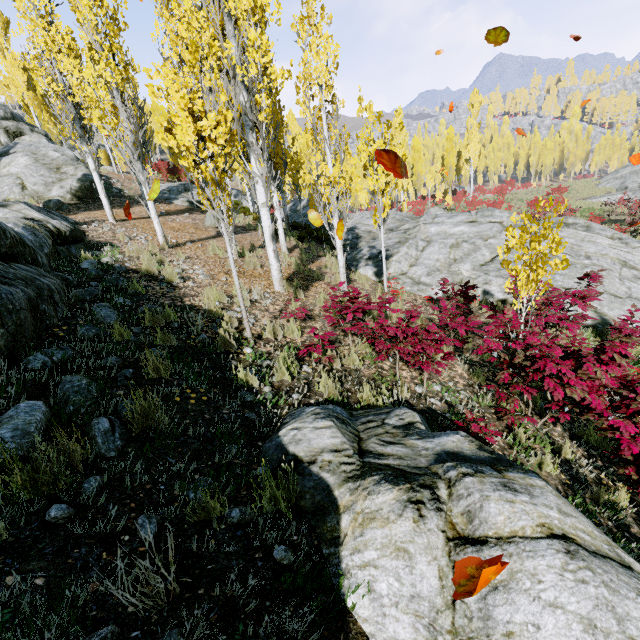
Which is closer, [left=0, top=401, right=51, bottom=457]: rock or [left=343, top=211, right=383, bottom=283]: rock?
[left=0, top=401, right=51, bottom=457]: rock

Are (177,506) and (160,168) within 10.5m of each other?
no

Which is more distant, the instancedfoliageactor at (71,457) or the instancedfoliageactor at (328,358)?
the instancedfoliageactor at (328,358)

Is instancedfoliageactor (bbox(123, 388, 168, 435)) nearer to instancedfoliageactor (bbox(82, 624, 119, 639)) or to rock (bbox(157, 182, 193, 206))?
rock (bbox(157, 182, 193, 206))

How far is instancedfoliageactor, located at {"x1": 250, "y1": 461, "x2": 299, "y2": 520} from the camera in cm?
239

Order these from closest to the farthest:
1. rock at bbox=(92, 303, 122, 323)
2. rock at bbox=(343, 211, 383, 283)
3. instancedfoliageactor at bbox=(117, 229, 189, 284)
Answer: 1. rock at bbox=(92, 303, 122, 323)
2. instancedfoliageactor at bbox=(117, 229, 189, 284)
3. rock at bbox=(343, 211, 383, 283)
